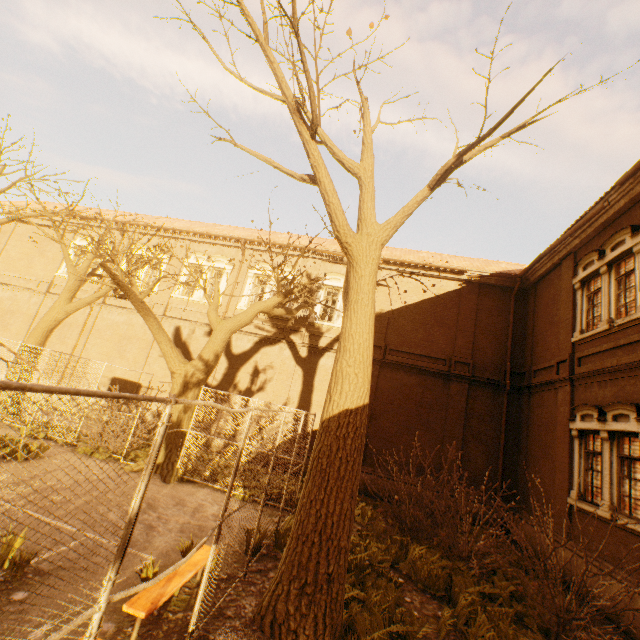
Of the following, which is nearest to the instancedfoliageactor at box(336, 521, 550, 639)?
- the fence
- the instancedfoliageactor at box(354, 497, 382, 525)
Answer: the fence

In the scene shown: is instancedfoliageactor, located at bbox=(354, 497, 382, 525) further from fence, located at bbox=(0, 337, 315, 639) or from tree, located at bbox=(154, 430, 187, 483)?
tree, located at bbox=(154, 430, 187, 483)

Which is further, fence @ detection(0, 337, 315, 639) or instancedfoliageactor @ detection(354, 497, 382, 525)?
instancedfoliageactor @ detection(354, 497, 382, 525)

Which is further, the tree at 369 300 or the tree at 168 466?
the tree at 168 466

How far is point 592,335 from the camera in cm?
991

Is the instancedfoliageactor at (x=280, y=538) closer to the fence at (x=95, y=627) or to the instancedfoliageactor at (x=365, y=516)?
the fence at (x=95, y=627)
